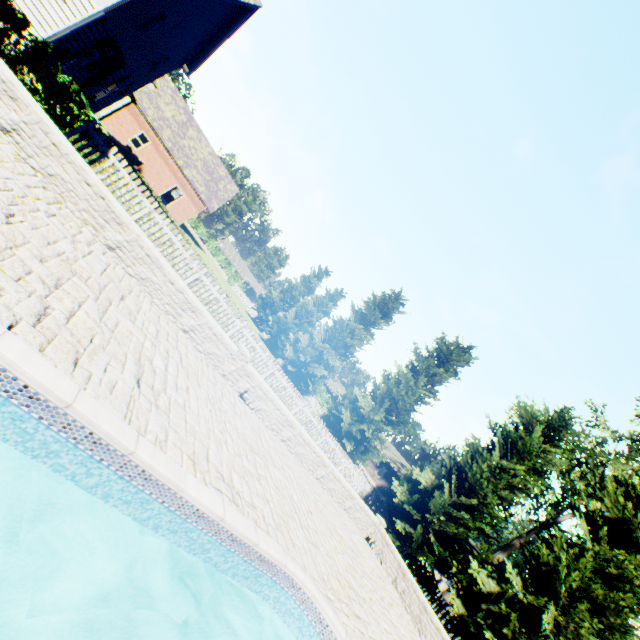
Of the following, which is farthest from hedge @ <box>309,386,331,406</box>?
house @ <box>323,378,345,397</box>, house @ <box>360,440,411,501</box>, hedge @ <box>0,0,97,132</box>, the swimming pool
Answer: the swimming pool

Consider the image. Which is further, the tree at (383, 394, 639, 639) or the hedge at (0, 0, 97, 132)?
the tree at (383, 394, 639, 639)

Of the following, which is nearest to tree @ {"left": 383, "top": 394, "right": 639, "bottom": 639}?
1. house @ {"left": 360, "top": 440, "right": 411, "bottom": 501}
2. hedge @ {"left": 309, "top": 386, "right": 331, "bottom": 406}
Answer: hedge @ {"left": 309, "top": 386, "right": 331, "bottom": 406}

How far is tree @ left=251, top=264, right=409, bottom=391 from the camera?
28.1 meters

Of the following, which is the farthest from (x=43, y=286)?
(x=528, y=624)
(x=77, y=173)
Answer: (x=528, y=624)

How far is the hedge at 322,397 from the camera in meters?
46.9

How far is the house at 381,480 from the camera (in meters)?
42.25

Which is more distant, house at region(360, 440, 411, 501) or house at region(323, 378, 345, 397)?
house at region(323, 378, 345, 397)
